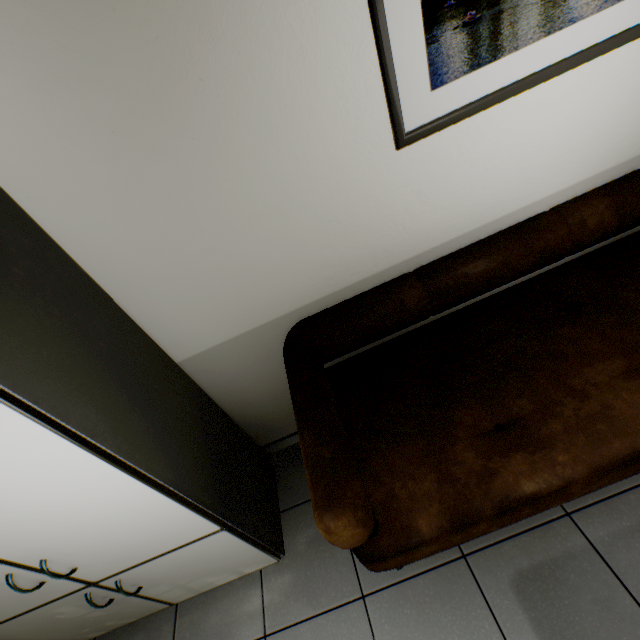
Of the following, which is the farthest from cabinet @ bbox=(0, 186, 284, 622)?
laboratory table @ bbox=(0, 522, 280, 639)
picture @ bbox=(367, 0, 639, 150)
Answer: picture @ bbox=(367, 0, 639, 150)

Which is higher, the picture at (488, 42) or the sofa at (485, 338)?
the picture at (488, 42)

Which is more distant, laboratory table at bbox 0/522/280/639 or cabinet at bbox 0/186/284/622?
laboratory table at bbox 0/522/280/639

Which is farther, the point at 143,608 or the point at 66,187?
the point at 143,608

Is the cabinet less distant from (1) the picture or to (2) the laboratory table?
(2) the laboratory table

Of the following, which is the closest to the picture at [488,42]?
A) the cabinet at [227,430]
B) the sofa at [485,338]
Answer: the sofa at [485,338]

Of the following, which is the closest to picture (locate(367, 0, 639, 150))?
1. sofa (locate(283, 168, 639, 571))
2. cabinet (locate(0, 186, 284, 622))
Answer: sofa (locate(283, 168, 639, 571))
